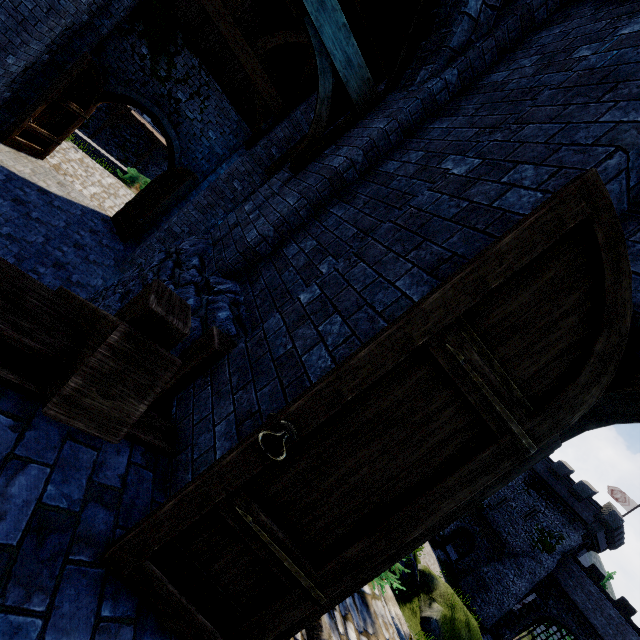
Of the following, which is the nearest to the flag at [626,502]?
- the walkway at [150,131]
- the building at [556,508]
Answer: the building at [556,508]

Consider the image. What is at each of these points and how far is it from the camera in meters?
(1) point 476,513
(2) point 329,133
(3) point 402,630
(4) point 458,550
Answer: (1) awning, 37.3 m
(2) building, 4.9 m
(3) stairs, 4.0 m
(4) building, 43.0 m

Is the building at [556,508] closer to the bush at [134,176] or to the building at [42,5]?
the building at [42,5]

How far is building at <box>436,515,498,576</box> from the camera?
34.97m

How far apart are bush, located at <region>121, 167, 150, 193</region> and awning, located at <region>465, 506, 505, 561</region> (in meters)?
43.83

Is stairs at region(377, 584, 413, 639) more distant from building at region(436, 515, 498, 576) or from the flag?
the flag

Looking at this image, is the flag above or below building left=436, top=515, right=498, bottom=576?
above

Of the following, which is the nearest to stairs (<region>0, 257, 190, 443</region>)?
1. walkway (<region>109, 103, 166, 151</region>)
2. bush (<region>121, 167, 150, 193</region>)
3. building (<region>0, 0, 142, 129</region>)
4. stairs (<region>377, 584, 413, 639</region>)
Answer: building (<region>0, 0, 142, 129</region>)
